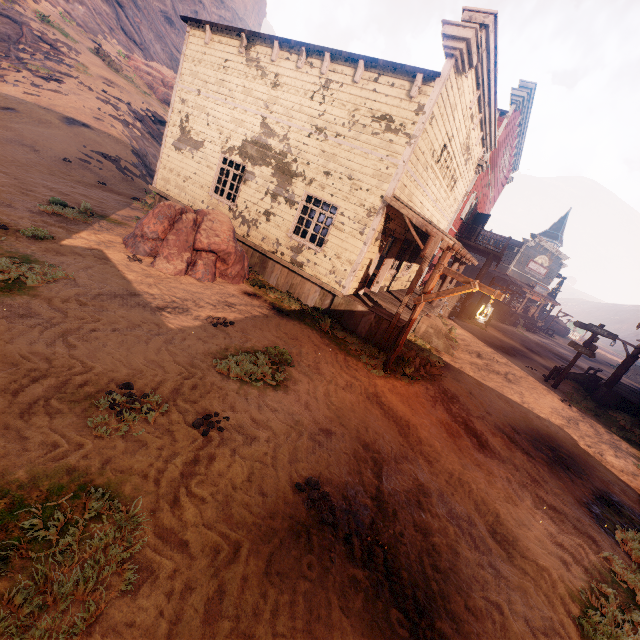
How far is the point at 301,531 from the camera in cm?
355

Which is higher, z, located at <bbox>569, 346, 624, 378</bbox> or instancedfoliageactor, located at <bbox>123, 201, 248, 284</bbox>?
instancedfoliageactor, located at <bbox>123, 201, 248, 284</bbox>

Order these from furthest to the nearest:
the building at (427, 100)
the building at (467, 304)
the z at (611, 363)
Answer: the z at (611, 363), the building at (467, 304), the building at (427, 100)

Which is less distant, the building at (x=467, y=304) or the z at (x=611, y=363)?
the building at (x=467, y=304)

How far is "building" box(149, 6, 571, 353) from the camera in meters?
8.8 m

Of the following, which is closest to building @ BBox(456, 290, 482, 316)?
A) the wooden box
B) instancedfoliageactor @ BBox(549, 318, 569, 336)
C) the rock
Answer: the wooden box

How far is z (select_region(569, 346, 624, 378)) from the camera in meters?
24.4 m
